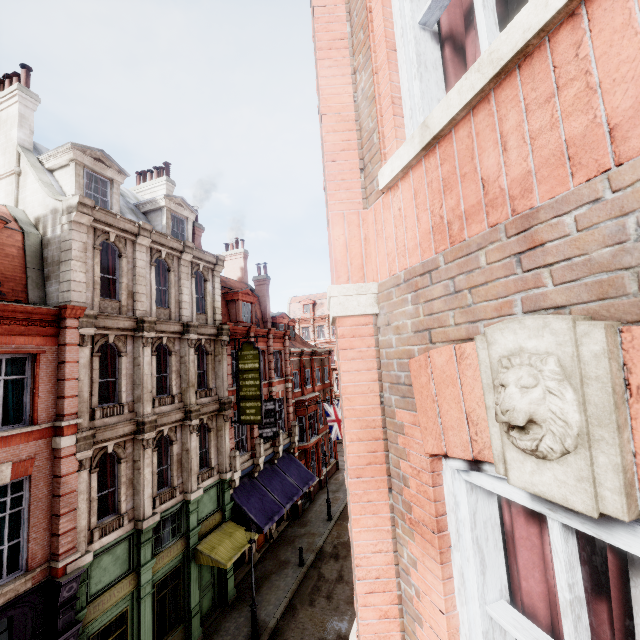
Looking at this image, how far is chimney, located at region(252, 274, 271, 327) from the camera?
25.8 meters

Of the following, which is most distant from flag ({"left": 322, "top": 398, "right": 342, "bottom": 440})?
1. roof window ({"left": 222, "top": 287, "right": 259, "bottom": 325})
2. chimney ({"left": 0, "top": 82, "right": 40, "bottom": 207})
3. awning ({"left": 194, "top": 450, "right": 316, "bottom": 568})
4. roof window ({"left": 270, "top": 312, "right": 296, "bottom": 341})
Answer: chimney ({"left": 0, "top": 82, "right": 40, "bottom": 207})

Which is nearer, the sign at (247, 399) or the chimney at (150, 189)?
the sign at (247, 399)

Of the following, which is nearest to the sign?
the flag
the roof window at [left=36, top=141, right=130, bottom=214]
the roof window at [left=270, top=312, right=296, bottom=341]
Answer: the flag

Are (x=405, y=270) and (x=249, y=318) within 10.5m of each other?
no

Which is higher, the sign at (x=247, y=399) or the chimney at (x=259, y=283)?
the chimney at (x=259, y=283)

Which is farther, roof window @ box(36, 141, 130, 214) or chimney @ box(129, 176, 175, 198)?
chimney @ box(129, 176, 175, 198)

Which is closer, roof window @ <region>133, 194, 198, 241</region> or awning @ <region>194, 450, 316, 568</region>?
awning @ <region>194, 450, 316, 568</region>
